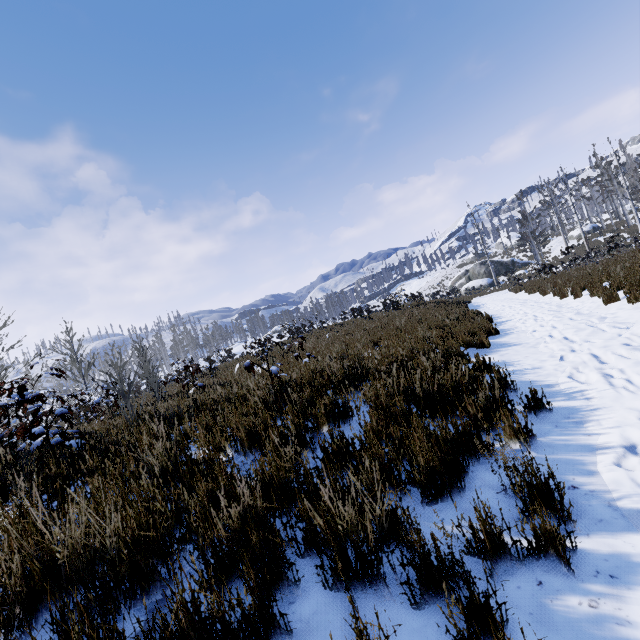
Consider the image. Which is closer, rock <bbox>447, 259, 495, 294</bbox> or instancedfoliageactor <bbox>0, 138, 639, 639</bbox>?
instancedfoliageactor <bbox>0, 138, 639, 639</bbox>

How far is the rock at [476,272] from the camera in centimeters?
4009cm

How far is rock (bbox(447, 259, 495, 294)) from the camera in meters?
40.1

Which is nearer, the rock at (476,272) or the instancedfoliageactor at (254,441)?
the instancedfoliageactor at (254,441)

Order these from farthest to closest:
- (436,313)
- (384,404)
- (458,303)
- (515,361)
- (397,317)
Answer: (458,303)
(397,317)
(436,313)
(515,361)
(384,404)
